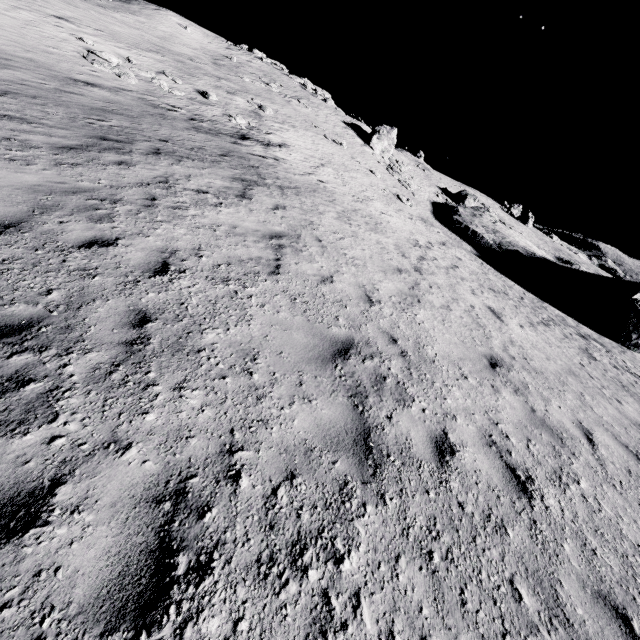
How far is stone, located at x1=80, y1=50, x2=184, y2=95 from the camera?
16.5 meters

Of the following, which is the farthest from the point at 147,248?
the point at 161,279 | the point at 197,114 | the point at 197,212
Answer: the point at 197,114

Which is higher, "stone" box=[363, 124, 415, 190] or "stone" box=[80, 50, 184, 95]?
"stone" box=[363, 124, 415, 190]

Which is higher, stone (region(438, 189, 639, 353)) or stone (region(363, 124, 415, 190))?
stone (region(363, 124, 415, 190))

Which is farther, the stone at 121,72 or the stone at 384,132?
the stone at 384,132

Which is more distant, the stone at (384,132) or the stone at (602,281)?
the stone at (384,132)

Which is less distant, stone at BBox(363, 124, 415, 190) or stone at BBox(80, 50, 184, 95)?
stone at BBox(80, 50, 184, 95)

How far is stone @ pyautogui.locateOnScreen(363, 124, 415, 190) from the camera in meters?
34.5 m
